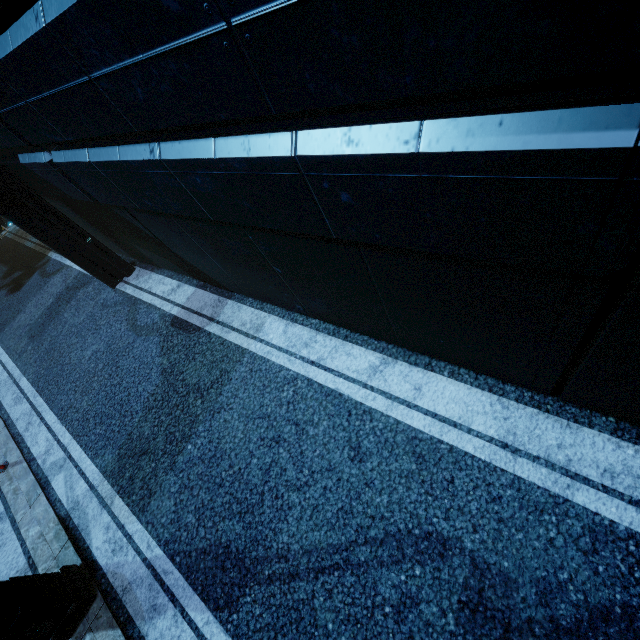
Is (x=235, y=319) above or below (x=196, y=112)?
below

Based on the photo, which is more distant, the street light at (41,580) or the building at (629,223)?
the street light at (41,580)

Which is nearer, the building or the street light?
the building
